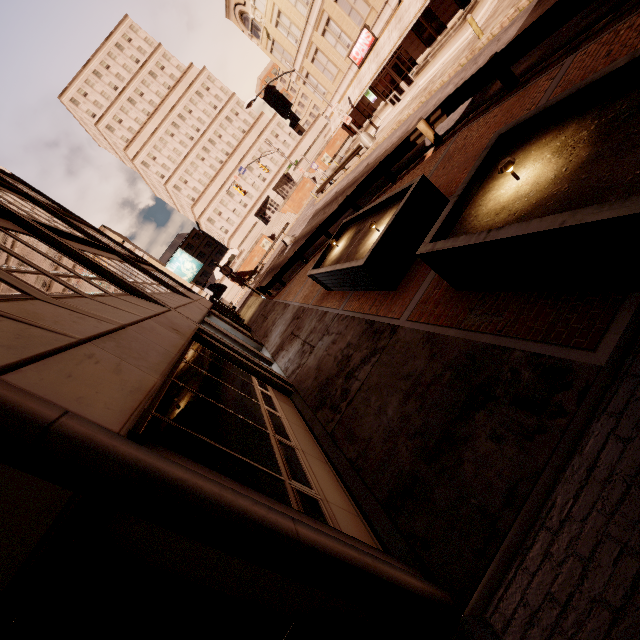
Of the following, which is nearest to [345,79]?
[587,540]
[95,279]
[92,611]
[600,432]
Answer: [95,279]

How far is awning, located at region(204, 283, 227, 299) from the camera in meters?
28.2

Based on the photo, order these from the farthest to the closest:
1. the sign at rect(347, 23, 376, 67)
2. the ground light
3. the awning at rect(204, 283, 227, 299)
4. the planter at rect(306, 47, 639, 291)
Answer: the awning at rect(204, 283, 227, 299), the sign at rect(347, 23, 376, 67), the ground light, the planter at rect(306, 47, 639, 291)

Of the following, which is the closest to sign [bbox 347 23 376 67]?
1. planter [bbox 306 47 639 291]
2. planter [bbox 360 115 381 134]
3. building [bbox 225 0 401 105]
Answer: building [bbox 225 0 401 105]

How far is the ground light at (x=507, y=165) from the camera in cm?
412

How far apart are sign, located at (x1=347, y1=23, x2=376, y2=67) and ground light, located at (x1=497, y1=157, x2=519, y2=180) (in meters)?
29.22

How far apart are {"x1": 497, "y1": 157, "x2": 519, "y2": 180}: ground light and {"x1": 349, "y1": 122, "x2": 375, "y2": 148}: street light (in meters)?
26.36

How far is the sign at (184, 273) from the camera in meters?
27.2
